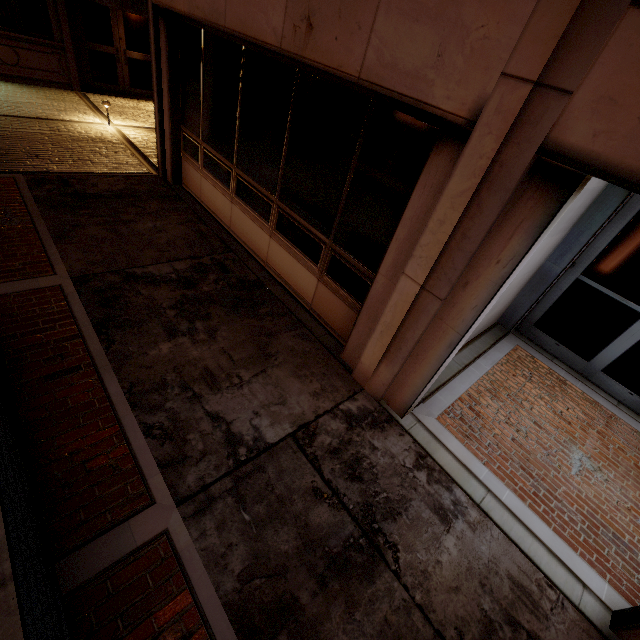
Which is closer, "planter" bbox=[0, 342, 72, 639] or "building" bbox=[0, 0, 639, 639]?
"planter" bbox=[0, 342, 72, 639]

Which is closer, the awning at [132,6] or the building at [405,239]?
the building at [405,239]

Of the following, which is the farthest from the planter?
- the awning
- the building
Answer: the awning

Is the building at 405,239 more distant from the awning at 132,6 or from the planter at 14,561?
the awning at 132,6

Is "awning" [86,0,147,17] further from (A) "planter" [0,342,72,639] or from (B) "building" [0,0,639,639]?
(A) "planter" [0,342,72,639]

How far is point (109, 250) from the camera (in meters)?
5.03
